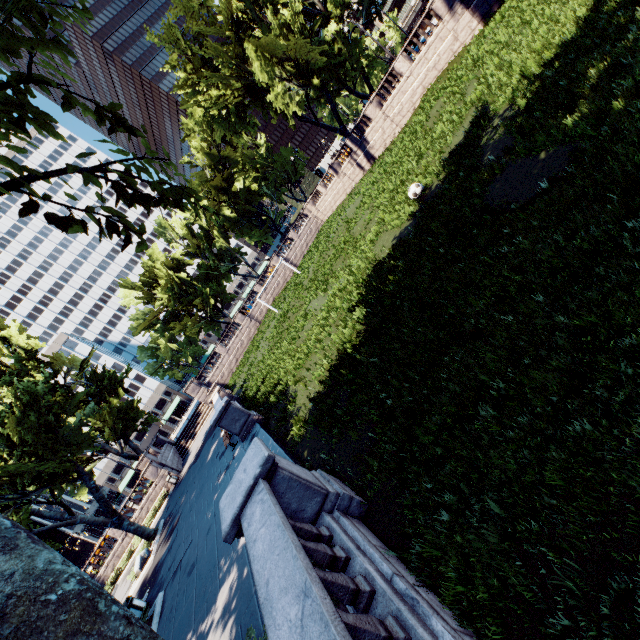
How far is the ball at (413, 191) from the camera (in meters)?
13.49

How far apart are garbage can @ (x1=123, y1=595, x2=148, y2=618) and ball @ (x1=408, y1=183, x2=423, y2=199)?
21.12m

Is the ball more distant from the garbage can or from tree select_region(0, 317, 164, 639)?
the garbage can

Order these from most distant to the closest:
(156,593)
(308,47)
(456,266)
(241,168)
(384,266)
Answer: (241,168)
(308,47)
(156,593)
(384,266)
(456,266)

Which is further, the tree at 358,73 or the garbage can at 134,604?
the garbage can at 134,604

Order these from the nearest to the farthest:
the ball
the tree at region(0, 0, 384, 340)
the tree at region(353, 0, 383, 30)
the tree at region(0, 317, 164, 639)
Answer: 1. the tree at region(0, 317, 164, 639)
2. the tree at region(0, 0, 384, 340)
3. the ball
4. the tree at region(353, 0, 383, 30)

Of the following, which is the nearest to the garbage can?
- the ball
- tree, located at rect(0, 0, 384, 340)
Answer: tree, located at rect(0, 0, 384, 340)
